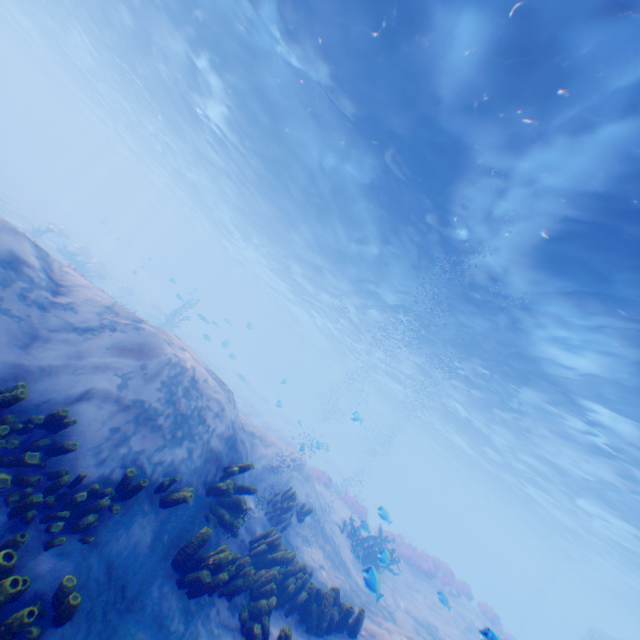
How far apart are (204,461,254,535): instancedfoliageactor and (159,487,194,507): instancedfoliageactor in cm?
65

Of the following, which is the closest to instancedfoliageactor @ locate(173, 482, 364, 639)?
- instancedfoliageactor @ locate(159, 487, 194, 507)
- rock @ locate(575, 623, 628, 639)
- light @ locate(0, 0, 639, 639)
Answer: instancedfoliageactor @ locate(159, 487, 194, 507)

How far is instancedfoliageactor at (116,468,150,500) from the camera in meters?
4.2 m

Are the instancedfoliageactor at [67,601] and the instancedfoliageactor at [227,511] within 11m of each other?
yes

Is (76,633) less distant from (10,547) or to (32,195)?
(10,547)

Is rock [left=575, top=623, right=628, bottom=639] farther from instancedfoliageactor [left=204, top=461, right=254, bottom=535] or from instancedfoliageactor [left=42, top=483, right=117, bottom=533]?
instancedfoliageactor [left=42, top=483, right=117, bottom=533]

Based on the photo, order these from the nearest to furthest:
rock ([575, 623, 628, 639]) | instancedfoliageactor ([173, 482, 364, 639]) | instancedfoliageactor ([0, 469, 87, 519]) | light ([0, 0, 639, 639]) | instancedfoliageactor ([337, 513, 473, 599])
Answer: instancedfoliageactor ([0, 469, 87, 519]) → instancedfoliageactor ([173, 482, 364, 639]) → light ([0, 0, 639, 639]) → instancedfoliageactor ([337, 513, 473, 599]) → rock ([575, 623, 628, 639])

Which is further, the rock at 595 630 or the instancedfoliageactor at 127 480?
the rock at 595 630
